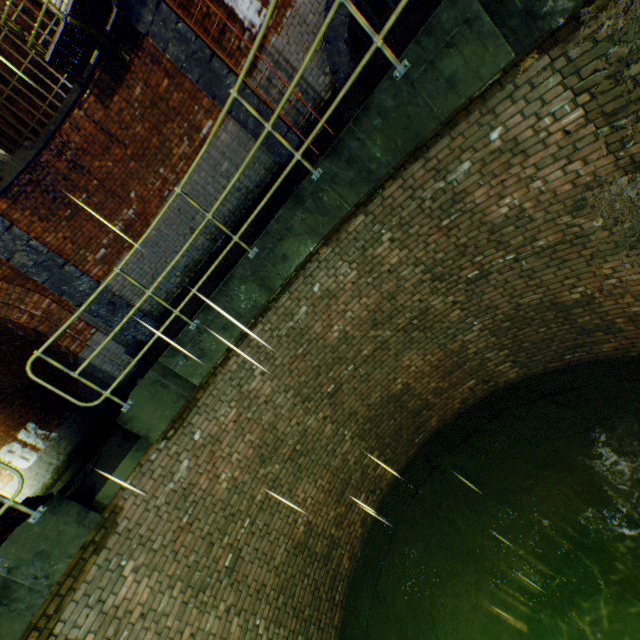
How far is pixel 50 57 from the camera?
5.6 meters

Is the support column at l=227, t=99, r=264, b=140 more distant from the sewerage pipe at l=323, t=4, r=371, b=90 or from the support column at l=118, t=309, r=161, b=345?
the support column at l=118, t=309, r=161, b=345

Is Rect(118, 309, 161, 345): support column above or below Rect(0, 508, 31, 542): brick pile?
above

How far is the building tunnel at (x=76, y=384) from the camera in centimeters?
1230cm

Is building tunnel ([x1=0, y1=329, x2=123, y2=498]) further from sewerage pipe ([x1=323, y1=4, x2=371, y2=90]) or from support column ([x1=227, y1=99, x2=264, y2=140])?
sewerage pipe ([x1=323, y1=4, x2=371, y2=90])

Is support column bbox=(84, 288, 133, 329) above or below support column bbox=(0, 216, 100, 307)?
below

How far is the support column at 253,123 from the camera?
6.65m

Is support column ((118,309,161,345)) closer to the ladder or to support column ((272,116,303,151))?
the ladder
